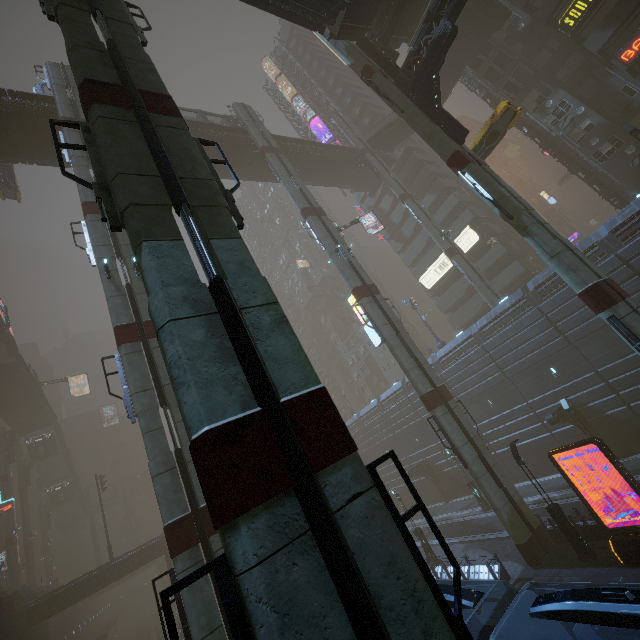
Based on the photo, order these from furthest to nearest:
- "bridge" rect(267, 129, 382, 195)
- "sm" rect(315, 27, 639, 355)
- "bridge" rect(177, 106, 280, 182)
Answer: "bridge" rect(267, 129, 382, 195), "bridge" rect(177, 106, 280, 182), "sm" rect(315, 27, 639, 355)

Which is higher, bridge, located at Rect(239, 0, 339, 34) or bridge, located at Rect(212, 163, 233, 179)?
bridge, located at Rect(212, 163, 233, 179)

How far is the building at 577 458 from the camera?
24.83m

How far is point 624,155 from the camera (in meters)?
28.20

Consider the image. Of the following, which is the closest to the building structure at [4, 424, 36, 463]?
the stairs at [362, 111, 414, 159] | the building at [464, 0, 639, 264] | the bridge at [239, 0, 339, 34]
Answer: the building at [464, 0, 639, 264]

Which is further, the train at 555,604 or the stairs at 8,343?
the stairs at 8,343

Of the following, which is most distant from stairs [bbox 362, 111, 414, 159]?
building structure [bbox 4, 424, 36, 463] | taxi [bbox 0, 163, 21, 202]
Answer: building structure [bbox 4, 424, 36, 463]

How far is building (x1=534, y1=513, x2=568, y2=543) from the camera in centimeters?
1752cm
